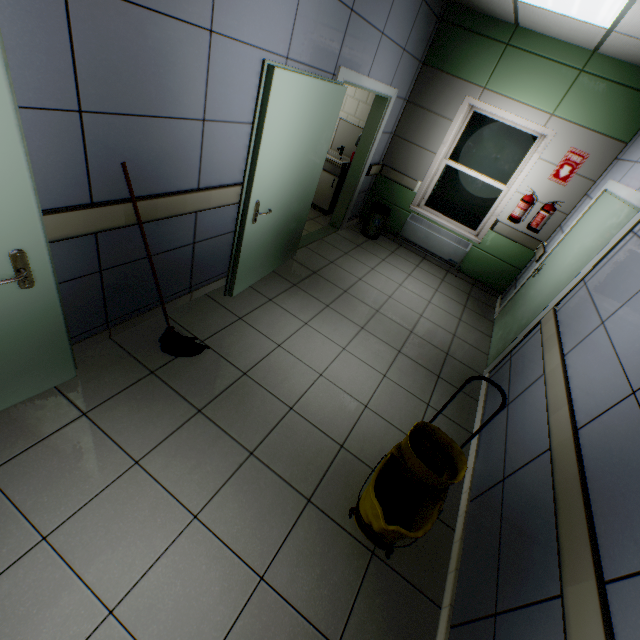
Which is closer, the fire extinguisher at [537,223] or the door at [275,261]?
the door at [275,261]

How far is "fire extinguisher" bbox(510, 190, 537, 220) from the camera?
4.7m

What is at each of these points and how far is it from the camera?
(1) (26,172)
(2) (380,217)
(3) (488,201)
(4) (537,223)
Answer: (1) door, 1.4 meters
(2) garbage can, 5.7 meters
(3) window, 5.3 meters
(4) fire extinguisher, 4.8 meters

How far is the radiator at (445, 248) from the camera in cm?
559

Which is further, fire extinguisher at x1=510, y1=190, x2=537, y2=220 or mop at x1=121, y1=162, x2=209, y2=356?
fire extinguisher at x1=510, y1=190, x2=537, y2=220

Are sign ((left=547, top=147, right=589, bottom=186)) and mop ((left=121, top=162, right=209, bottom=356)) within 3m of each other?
no

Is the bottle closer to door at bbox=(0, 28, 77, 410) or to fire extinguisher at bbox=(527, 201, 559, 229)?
door at bbox=(0, 28, 77, 410)

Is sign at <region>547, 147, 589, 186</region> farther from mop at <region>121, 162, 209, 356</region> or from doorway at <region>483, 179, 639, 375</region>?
mop at <region>121, 162, 209, 356</region>
